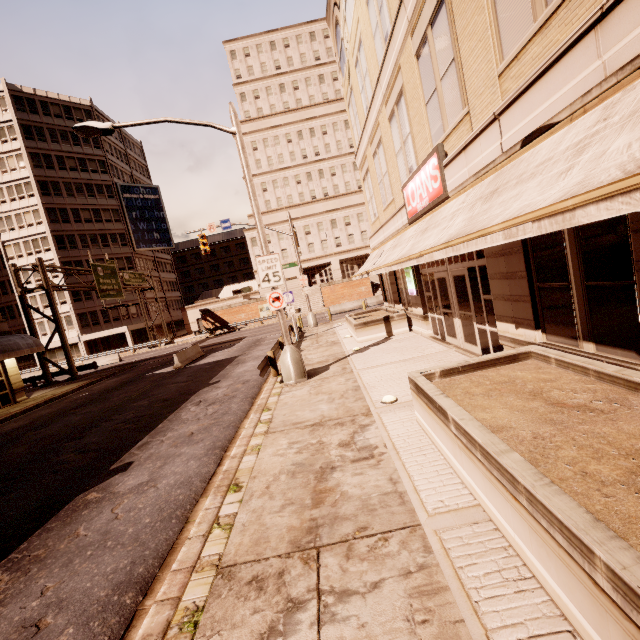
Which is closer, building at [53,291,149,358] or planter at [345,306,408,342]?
planter at [345,306,408,342]

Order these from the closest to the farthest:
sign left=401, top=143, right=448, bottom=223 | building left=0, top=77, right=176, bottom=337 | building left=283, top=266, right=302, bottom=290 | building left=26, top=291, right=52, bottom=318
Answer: sign left=401, top=143, right=448, bottom=223 → building left=0, top=77, right=176, bottom=337 → building left=26, top=291, right=52, bottom=318 → building left=283, top=266, right=302, bottom=290

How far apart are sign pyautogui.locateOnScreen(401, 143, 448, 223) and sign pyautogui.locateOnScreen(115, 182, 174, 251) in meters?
51.5

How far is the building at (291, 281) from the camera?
55.3m

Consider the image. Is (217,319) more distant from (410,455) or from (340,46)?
(410,455)

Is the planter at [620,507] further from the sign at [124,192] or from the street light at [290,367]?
the sign at [124,192]

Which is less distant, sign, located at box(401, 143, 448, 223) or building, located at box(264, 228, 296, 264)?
sign, located at box(401, 143, 448, 223)

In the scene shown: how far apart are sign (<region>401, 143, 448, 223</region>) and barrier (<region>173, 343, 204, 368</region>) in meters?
16.5 m
